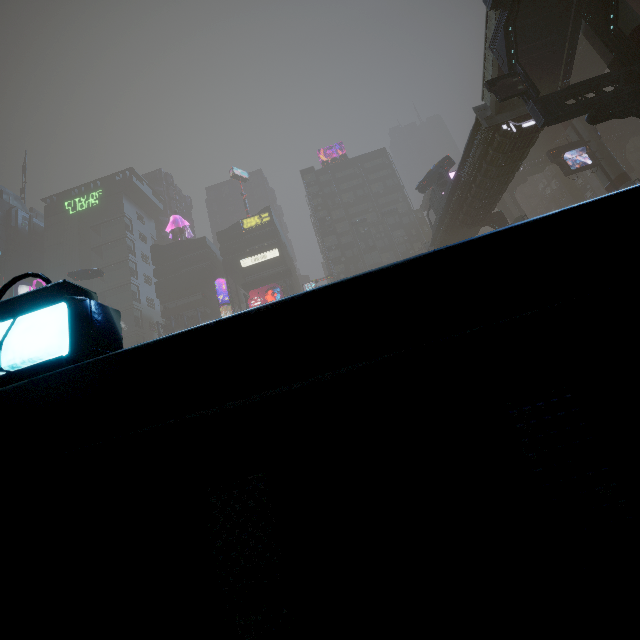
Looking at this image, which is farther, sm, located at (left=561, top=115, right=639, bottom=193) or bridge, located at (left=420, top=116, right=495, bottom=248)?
sm, located at (left=561, top=115, right=639, bottom=193)

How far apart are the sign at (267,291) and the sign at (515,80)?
42.3m

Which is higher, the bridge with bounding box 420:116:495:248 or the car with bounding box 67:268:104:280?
Result: the car with bounding box 67:268:104:280

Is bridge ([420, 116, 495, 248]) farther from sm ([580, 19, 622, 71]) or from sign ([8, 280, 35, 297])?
sign ([8, 280, 35, 297])

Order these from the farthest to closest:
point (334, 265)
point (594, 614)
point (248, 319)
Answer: point (334, 265), point (248, 319), point (594, 614)

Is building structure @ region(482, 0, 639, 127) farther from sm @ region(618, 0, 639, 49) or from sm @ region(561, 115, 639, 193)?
sm @ region(561, 115, 639, 193)

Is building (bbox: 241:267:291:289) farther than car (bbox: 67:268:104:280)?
Yes

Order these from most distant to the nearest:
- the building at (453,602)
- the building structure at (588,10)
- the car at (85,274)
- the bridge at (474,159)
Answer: the car at (85,274), the bridge at (474,159), the building structure at (588,10), the building at (453,602)
